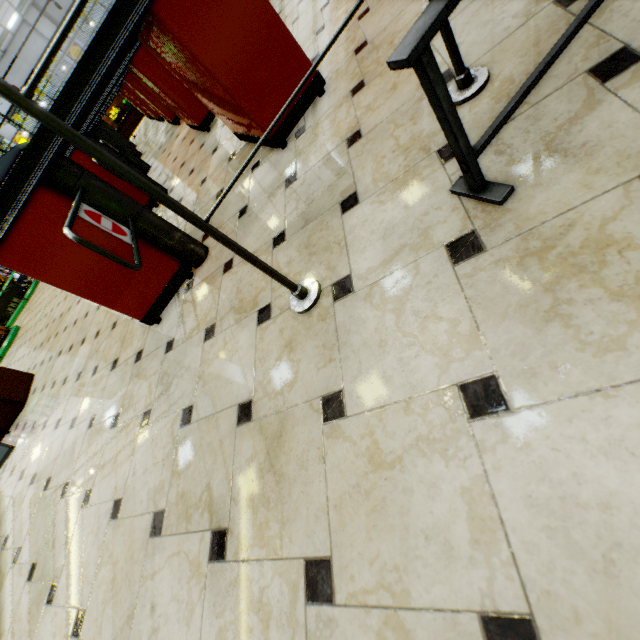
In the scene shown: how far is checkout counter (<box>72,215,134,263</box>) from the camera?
1.77m

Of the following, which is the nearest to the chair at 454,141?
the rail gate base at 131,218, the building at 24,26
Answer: the building at 24,26

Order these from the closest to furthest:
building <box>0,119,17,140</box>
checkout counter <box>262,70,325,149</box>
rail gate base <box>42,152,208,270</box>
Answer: rail gate base <box>42,152,208,270</box> < checkout counter <box>262,70,325,149</box> < building <box>0,119,17,140</box>

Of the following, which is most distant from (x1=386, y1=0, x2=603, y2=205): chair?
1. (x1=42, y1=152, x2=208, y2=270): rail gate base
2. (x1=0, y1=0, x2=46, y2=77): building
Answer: (x1=42, y1=152, x2=208, y2=270): rail gate base

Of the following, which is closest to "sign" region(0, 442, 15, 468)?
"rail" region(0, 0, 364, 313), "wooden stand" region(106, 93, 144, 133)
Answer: "rail" region(0, 0, 364, 313)

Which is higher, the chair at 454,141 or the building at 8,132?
the building at 8,132

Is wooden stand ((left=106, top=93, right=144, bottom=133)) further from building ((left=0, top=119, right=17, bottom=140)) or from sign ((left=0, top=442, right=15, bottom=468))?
sign ((left=0, top=442, right=15, bottom=468))

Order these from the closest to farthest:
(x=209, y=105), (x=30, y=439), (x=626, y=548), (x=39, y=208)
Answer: (x=626, y=548) → (x=39, y=208) → (x=209, y=105) → (x=30, y=439)
